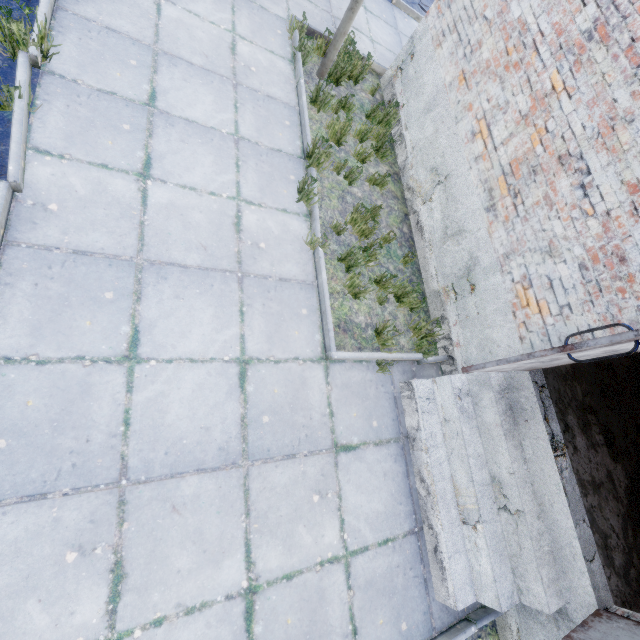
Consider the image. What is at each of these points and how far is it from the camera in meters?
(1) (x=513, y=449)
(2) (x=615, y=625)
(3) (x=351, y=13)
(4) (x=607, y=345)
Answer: (1) stairs, 3.6 m
(2) door, 2.8 m
(3) lamp post, 4.6 m
(4) door, 2.3 m

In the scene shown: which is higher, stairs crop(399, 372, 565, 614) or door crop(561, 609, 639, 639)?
door crop(561, 609, 639, 639)

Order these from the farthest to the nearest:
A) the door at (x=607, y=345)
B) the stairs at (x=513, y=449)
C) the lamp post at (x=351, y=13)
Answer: the lamp post at (x=351, y=13)
the stairs at (x=513, y=449)
the door at (x=607, y=345)

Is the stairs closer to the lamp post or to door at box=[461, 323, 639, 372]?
door at box=[461, 323, 639, 372]

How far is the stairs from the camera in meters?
3.3 m

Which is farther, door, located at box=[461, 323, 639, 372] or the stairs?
the stairs

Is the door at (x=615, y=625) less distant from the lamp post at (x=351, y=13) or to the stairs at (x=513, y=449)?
the stairs at (x=513, y=449)

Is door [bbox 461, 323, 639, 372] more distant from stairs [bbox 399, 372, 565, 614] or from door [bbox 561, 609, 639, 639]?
door [bbox 561, 609, 639, 639]
